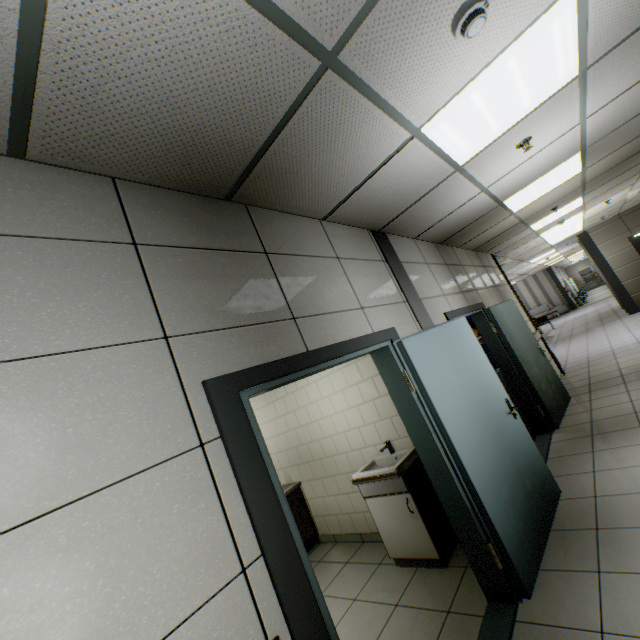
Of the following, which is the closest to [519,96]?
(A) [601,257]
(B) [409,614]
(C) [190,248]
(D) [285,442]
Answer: (C) [190,248]

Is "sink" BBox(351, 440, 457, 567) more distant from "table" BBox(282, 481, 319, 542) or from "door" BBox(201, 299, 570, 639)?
"table" BBox(282, 481, 319, 542)

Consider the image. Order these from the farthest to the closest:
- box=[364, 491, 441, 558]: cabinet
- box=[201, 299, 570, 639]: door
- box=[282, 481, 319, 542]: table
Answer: box=[282, 481, 319, 542]: table < box=[364, 491, 441, 558]: cabinet < box=[201, 299, 570, 639]: door

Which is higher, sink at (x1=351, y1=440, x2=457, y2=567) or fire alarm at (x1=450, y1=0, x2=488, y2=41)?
fire alarm at (x1=450, y1=0, x2=488, y2=41)

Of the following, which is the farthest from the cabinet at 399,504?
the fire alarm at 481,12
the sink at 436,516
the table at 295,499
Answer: the fire alarm at 481,12

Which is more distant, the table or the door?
the table

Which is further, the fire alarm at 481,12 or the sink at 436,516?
the sink at 436,516

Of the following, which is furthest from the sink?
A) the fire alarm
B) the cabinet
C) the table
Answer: the fire alarm
